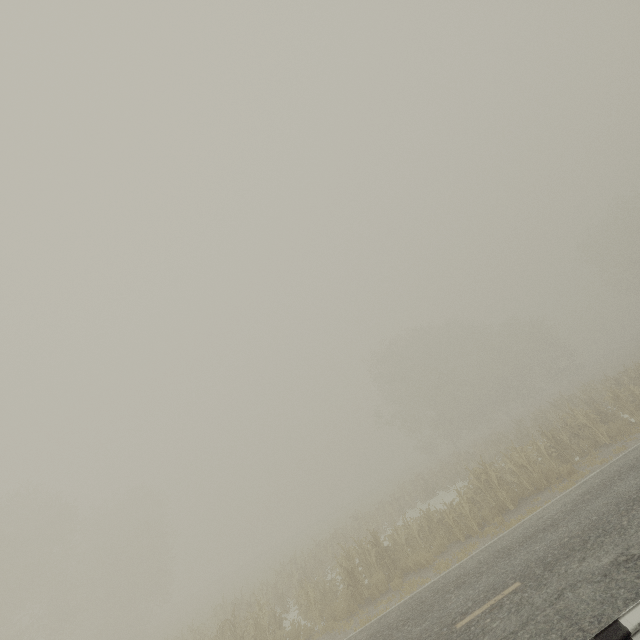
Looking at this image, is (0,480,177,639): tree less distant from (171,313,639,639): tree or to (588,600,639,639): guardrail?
(171,313,639,639): tree

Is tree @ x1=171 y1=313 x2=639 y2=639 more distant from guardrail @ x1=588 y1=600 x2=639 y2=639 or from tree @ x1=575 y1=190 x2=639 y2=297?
tree @ x1=575 y1=190 x2=639 y2=297

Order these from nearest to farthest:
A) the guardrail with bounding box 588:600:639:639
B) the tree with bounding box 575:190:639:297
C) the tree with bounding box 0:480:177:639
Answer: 1. the guardrail with bounding box 588:600:639:639
2. the tree with bounding box 0:480:177:639
3. the tree with bounding box 575:190:639:297

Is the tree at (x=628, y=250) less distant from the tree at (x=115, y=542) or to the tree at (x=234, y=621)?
the tree at (x=234, y=621)

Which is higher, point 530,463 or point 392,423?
point 392,423

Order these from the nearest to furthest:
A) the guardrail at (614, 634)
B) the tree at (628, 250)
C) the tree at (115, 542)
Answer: the guardrail at (614, 634), the tree at (115, 542), the tree at (628, 250)

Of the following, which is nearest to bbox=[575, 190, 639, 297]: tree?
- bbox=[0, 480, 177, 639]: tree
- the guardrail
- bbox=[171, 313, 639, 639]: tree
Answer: bbox=[171, 313, 639, 639]: tree
